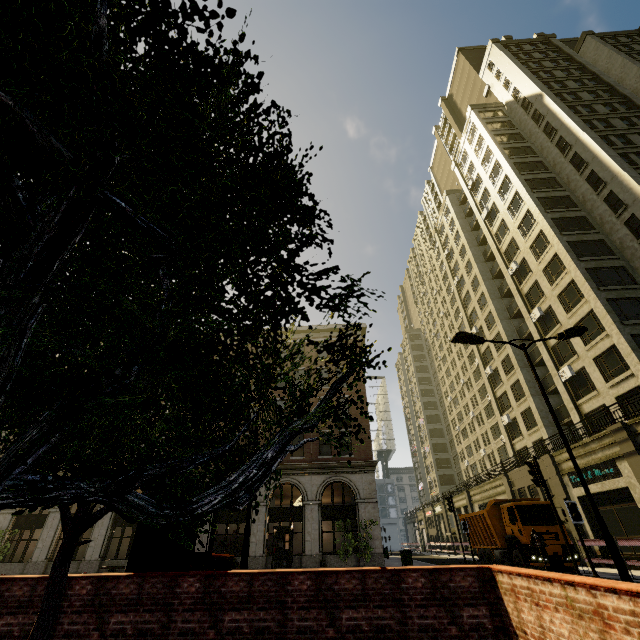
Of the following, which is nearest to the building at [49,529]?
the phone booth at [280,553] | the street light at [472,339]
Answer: the phone booth at [280,553]

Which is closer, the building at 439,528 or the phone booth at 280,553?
the phone booth at 280,553

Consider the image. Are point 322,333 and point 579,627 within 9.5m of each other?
no

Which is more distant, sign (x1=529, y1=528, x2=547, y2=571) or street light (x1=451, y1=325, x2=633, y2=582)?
sign (x1=529, y1=528, x2=547, y2=571)

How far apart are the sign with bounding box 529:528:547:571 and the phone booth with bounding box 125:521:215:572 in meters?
9.5 m

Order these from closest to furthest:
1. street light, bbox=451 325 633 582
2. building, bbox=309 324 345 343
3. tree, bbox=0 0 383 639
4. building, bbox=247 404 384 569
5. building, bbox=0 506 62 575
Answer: tree, bbox=0 0 383 639
street light, bbox=451 325 633 582
building, bbox=247 404 384 569
building, bbox=0 506 62 575
building, bbox=309 324 345 343

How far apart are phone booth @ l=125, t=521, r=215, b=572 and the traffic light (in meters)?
10.65

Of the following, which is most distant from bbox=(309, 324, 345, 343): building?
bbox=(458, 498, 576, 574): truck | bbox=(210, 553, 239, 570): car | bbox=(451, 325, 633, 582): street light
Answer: bbox=(210, 553, 239, 570): car
